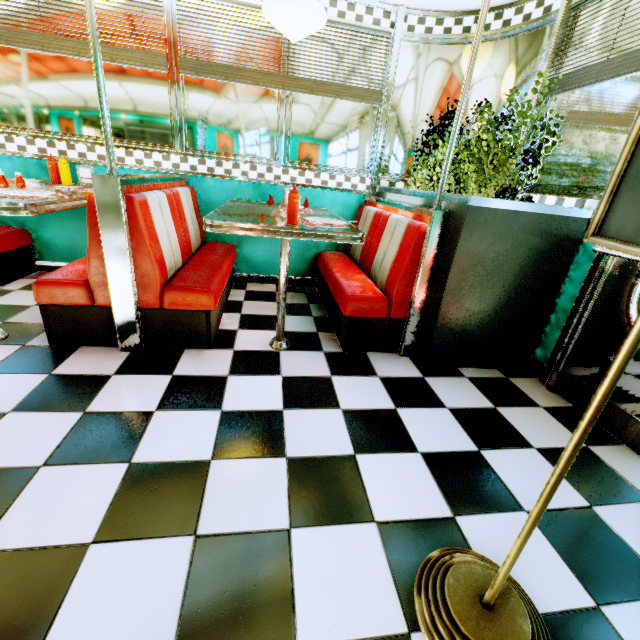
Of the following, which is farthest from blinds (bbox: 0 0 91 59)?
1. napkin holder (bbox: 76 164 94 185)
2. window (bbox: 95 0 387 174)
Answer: napkin holder (bbox: 76 164 94 185)

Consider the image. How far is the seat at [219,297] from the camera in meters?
2.0

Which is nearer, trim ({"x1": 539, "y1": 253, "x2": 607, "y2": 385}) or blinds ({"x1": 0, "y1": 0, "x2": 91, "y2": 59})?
trim ({"x1": 539, "y1": 253, "x2": 607, "y2": 385})

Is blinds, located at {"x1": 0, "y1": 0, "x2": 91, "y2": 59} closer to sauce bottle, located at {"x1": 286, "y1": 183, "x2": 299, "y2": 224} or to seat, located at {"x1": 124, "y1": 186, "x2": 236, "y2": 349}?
seat, located at {"x1": 124, "y1": 186, "x2": 236, "y2": 349}

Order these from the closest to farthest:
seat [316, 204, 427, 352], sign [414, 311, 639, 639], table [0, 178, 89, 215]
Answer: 1. sign [414, 311, 639, 639]
2. table [0, 178, 89, 215]
3. seat [316, 204, 427, 352]

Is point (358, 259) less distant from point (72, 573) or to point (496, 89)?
point (496, 89)

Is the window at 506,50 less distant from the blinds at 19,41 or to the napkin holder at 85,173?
the blinds at 19,41

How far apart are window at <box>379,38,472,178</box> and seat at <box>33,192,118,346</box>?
2.2 meters
